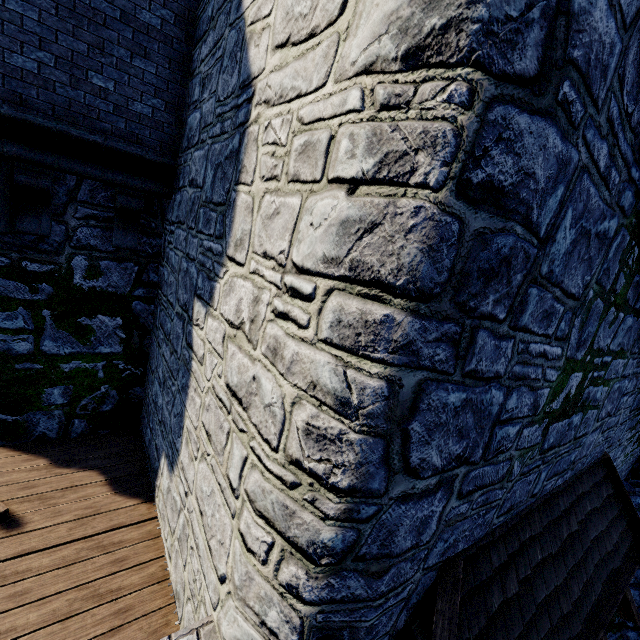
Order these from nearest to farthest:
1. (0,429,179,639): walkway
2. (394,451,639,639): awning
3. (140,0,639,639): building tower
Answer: (140,0,639,639): building tower < (394,451,639,639): awning < (0,429,179,639): walkway

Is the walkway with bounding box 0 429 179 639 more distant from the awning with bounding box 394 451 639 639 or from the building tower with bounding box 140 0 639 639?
the awning with bounding box 394 451 639 639

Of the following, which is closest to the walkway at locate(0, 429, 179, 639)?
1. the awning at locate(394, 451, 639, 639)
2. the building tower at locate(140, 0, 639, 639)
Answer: the building tower at locate(140, 0, 639, 639)

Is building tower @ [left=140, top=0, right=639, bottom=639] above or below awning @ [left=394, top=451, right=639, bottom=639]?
above

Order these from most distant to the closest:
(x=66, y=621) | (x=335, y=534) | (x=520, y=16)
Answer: (x=66, y=621) < (x=335, y=534) < (x=520, y=16)

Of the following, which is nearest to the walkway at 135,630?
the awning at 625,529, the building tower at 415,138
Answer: the building tower at 415,138
